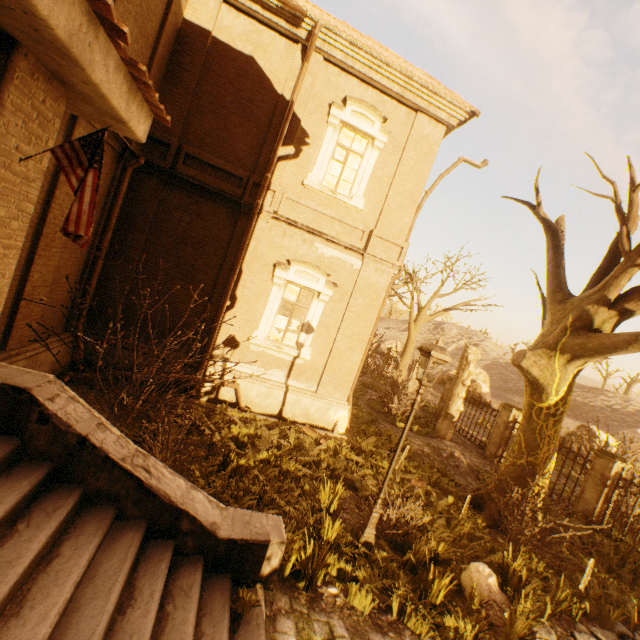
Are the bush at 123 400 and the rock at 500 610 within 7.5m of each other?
yes

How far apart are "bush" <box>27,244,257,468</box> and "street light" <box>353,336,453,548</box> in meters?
4.4 m

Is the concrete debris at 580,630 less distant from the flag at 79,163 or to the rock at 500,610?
the rock at 500,610

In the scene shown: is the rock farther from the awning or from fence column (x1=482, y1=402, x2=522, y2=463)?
fence column (x1=482, y1=402, x2=522, y2=463)

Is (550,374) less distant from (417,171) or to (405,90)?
(417,171)

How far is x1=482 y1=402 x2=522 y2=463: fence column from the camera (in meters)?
13.91

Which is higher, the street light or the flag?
the flag

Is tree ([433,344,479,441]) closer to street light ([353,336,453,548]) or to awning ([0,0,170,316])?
awning ([0,0,170,316])
